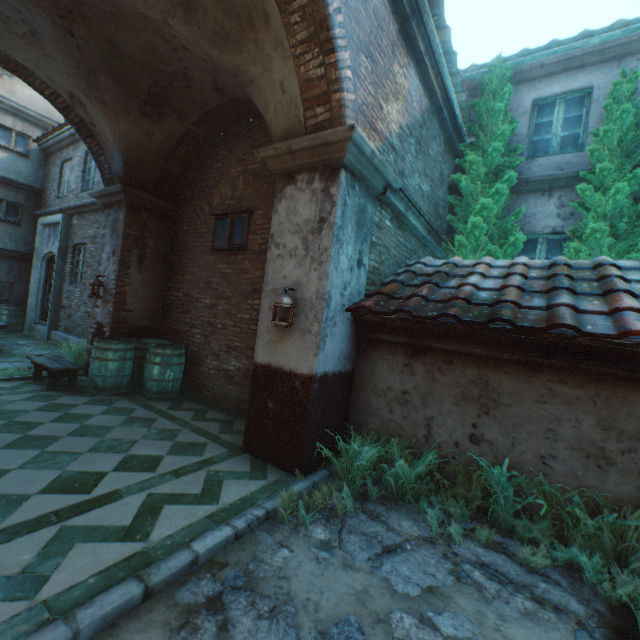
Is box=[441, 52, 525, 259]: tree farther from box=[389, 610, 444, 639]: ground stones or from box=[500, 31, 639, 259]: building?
box=[389, 610, 444, 639]: ground stones

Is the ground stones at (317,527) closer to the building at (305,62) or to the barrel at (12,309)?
the building at (305,62)

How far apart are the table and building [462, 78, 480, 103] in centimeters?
985cm

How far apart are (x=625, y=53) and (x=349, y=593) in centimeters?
993cm

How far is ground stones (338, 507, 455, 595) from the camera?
2.4 meters

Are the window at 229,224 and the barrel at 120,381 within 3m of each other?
yes

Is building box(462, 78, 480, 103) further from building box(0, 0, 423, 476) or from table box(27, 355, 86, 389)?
table box(27, 355, 86, 389)
